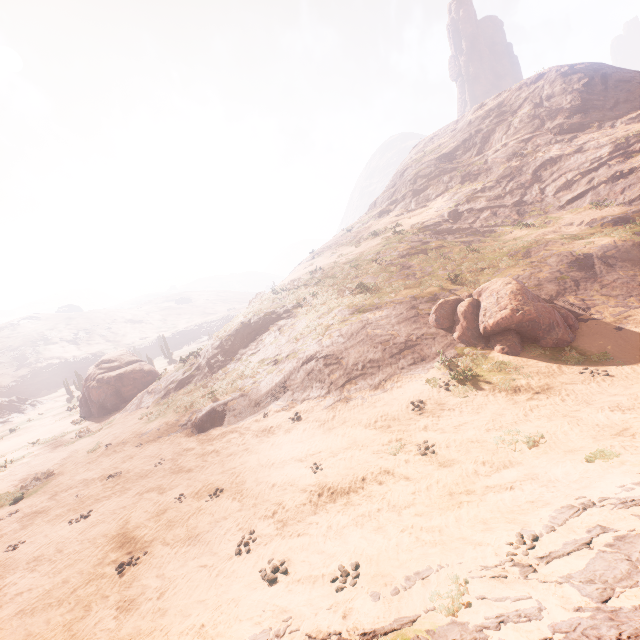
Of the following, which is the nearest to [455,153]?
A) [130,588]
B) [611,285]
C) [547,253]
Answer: [547,253]

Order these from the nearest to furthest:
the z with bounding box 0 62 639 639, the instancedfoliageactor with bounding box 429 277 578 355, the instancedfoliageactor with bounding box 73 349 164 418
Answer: the z with bounding box 0 62 639 639, the instancedfoliageactor with bounding box 429 277 578 355, the instancedfoliageactor with bounding box 73 349 164 418

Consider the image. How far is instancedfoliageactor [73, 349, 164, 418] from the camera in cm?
2773

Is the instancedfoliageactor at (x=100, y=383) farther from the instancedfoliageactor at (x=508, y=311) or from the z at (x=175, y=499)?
the instancedfoliageactor at (x=508, y=311)

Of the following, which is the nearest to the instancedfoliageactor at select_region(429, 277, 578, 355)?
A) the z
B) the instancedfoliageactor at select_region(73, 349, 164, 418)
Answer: the z

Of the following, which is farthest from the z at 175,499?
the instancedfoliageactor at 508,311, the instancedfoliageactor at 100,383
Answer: the instancedfoliageactor at 100,383

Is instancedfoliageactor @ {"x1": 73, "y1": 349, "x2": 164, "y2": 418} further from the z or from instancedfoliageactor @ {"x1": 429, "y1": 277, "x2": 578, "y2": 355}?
instancedfoliageactor @ {"x1": 429, "y1": 277, "x2": 578, "y2": 355}
